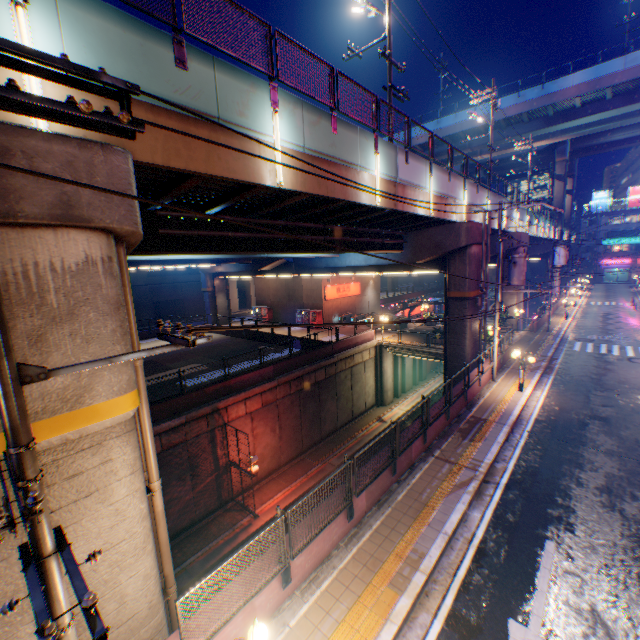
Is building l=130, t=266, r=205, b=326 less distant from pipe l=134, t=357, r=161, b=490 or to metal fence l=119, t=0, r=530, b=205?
metal fence l=119, t=0, r=530, b=205

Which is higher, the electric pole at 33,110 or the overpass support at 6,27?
the overpass support at 6,27

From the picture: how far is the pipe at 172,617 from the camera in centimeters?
709cm

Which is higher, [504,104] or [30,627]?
[504,104]

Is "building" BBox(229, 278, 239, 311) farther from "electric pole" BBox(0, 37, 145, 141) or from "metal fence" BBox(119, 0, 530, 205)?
"electric pole" BBox(0, 37, 145, 141)

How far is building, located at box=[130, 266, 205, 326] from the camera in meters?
44.3 m

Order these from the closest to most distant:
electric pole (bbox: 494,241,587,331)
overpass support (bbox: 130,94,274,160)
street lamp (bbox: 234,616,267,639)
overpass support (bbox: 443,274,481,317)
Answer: street lamp (bbox: 234,616,267,639), overpass support (bbox: 130,94,274,160), electric pole (bbox: 494,241,587,331), overpass support (bbox: 443,274,481,317)

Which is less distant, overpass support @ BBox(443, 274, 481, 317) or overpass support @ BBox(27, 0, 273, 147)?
overpass support @ BBox(27, 0, 273, 147)
